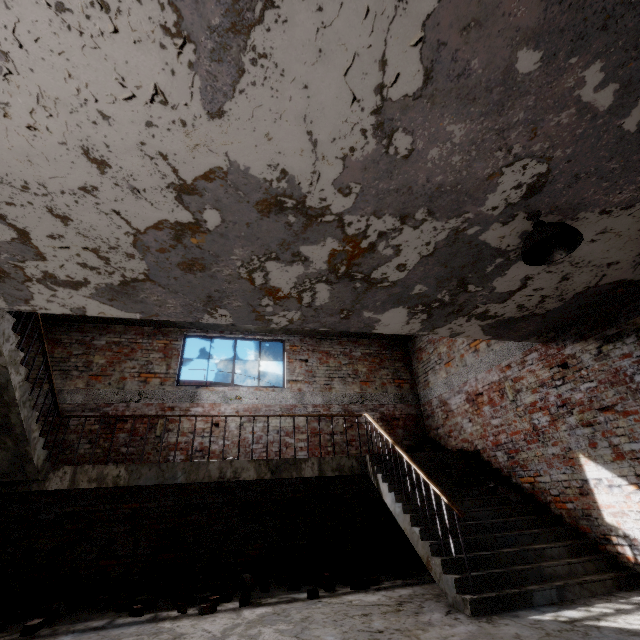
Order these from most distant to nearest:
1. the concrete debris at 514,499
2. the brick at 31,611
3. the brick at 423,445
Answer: the brick at 423,445 → the concrete debris at 514,499 → the brick at 31,611

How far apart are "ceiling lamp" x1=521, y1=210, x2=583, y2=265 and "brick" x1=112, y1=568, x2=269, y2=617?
5.9m

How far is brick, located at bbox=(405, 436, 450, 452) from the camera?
7.4m

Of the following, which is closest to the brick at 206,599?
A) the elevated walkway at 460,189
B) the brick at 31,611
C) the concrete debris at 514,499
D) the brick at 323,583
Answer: the brick at 31,611

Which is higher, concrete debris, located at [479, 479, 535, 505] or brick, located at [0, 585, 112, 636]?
concrete debris, located at [479, 479, 535, 505]

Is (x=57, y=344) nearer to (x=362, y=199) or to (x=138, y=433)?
(x=138, y=433)

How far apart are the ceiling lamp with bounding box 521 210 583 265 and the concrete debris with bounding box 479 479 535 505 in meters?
4.2

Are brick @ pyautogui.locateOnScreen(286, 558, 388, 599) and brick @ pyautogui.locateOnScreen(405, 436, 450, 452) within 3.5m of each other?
yes
